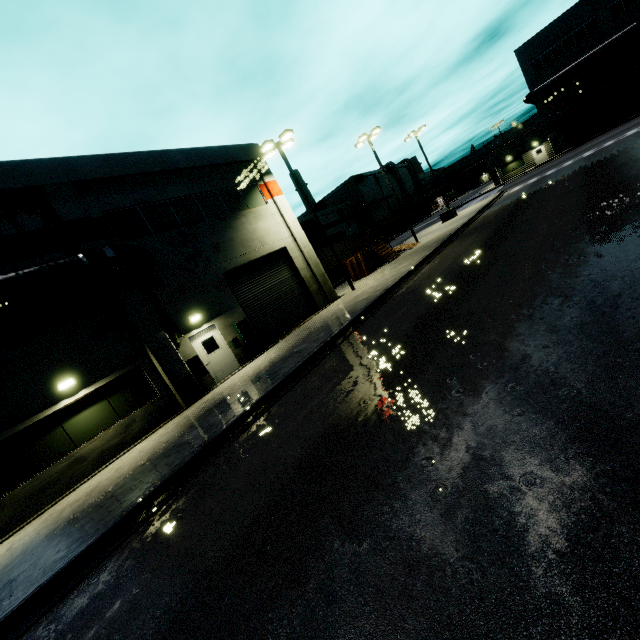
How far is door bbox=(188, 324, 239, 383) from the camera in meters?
14.7 m

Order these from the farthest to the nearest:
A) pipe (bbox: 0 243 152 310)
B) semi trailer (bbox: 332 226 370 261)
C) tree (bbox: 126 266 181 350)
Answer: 1. semi trailer (bbox: 332 226 370 261)
2. tree (bbox: 126 266 181 350)
3. pipe (bbox: 0 243 152 310)

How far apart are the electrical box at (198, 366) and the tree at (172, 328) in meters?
0.6

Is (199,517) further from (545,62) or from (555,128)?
(545,62)

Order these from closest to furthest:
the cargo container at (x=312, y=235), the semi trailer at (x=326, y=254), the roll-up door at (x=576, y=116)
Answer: the semi trailer at (x=326, y=254), the cargo container at (x=312, y=235), the roll-up door at (x=576, y=116)

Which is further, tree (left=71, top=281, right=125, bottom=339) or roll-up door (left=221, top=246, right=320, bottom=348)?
roll-up door (left=221, top=246, right=320, bottom=348)

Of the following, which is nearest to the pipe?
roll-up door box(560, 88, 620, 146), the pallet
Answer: roll-up door box(560, 88, 620, 146)

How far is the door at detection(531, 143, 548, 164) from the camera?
45.8m
